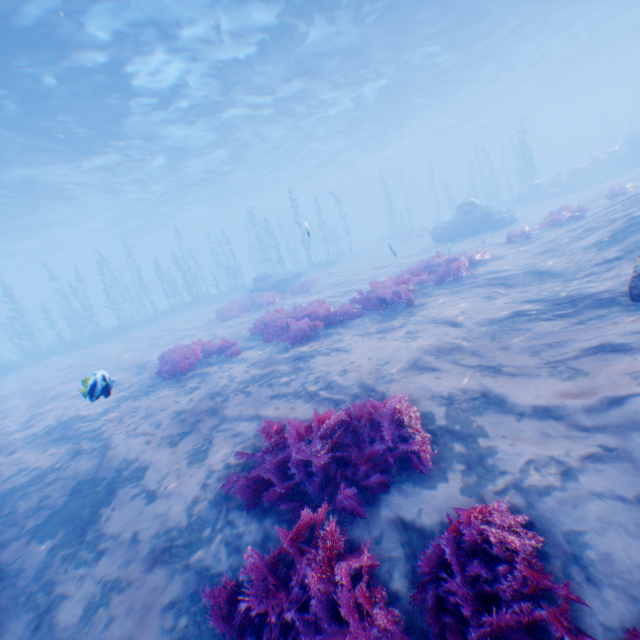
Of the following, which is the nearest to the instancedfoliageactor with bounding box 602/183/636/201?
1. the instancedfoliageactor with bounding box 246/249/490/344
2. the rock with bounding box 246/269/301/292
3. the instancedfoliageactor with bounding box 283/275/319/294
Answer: the instancedfoliageactor with bounding box 246/249/490/344

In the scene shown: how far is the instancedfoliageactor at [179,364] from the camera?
9.16m

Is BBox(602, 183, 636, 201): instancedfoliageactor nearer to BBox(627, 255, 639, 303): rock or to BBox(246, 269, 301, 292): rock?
BBox(627, 255, 639, 303): rock

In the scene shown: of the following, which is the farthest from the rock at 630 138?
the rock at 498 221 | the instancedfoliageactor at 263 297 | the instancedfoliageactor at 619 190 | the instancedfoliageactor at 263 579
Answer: the instancedfoliageactor at 263 579

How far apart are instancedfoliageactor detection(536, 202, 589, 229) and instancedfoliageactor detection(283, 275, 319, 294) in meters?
11.8

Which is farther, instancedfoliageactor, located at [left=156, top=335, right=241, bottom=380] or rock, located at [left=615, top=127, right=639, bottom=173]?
rock, located at [left=615, top=127, right=639, bottom=173]

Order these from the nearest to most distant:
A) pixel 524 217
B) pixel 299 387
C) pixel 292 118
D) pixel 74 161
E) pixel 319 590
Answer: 1. pixel 319 590
2. pixel 299 387
3. pixel 524 217
4. pixel 74 161
5. pixel 292 118

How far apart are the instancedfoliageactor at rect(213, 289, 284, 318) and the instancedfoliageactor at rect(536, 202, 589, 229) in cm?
1593
